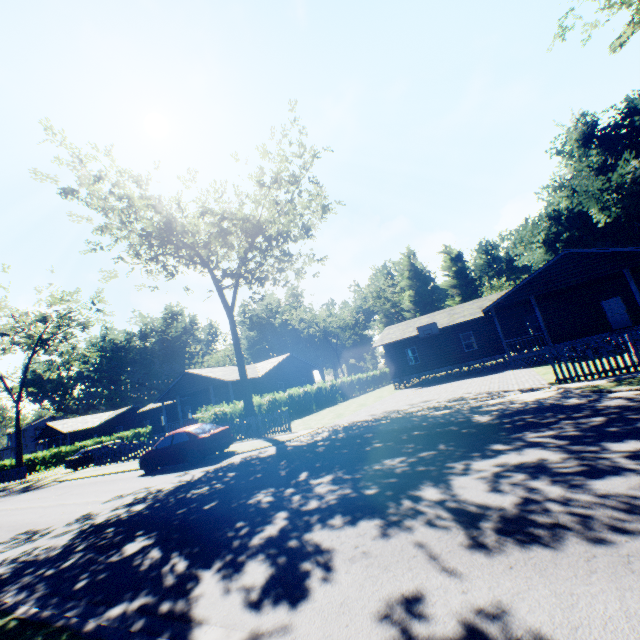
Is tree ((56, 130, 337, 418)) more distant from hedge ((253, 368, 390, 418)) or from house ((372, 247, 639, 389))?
house ((372, 247, 639, 389))

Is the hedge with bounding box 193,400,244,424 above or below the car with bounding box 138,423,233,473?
above

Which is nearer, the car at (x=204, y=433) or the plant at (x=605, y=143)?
the car at (x=204, y=433)

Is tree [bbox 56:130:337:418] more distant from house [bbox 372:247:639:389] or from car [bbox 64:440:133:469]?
car [bbox 64:440:133:469]

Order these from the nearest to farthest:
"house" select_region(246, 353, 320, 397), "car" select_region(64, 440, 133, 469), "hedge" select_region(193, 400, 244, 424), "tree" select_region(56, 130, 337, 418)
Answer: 1. "tree" select_region(56, 130, 337, 418)
2. "hedge" select_region(193, 400, 244, 424)
3. "car" select_region(64, 440, 133, 469)
4. "house" select_region(246, 353, 320, 397)

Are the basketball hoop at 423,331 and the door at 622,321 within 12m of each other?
yes

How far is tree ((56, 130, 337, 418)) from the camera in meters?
19.6

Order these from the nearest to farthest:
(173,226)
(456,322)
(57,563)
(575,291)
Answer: (57,563), (173,226), (575,291), (456,322)
